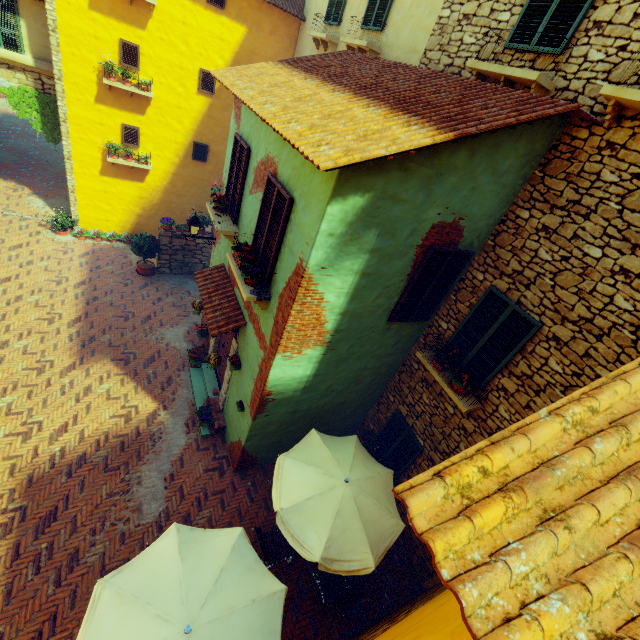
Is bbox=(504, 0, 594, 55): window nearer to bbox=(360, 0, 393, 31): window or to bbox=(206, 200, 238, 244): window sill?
Result: bbox=(360, 0, 393, 31): window

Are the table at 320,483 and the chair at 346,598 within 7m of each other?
yes

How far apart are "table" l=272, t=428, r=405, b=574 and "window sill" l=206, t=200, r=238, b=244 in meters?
4.6 m

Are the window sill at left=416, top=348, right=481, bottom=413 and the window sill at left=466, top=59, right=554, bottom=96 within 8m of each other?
yes

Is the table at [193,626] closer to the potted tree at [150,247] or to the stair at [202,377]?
the stair at [202,377]

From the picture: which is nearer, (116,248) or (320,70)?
(320,70)

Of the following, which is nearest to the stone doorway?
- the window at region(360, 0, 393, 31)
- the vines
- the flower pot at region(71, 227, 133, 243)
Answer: the vines

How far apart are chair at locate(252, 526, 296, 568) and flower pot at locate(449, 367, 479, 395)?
4.79m
